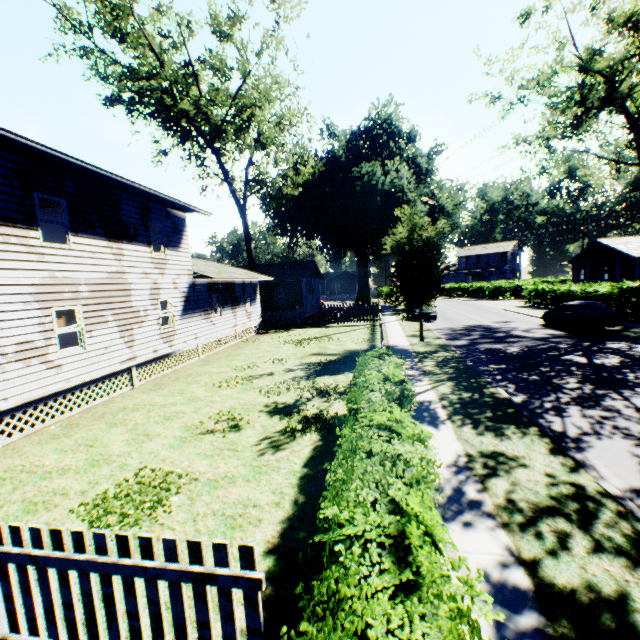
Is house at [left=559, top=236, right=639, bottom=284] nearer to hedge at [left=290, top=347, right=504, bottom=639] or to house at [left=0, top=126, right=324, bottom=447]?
house at [left=0, top=126, right=324, bottom=447]

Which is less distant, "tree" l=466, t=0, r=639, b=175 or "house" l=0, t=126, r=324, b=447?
"house" l=0, t=126, r=324, b=447

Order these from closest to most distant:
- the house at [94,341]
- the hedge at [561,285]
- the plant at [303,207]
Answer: the house at [94,341], the plant at [303,207], the hedge at [561,285]

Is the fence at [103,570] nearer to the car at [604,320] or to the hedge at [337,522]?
the hedge at [337,522]

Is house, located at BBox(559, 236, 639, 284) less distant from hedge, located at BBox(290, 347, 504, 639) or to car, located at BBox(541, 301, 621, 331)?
car, located at BBox(541, 301, 621, 331)

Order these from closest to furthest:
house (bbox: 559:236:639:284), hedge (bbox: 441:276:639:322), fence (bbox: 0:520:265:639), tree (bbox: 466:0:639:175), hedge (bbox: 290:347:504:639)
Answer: hedge (bbox: 290:347:504:639)
fence (bbox: 0:520:265:639)
tree (bbox: 466:0:639:175)
hedge (bbox: 441:276:639:322)
house (bbox: 559:236:639:284)

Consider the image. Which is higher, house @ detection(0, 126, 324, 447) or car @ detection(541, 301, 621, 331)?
house @ detection(0, 126, 324, 447)

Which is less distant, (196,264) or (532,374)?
(532,374)
